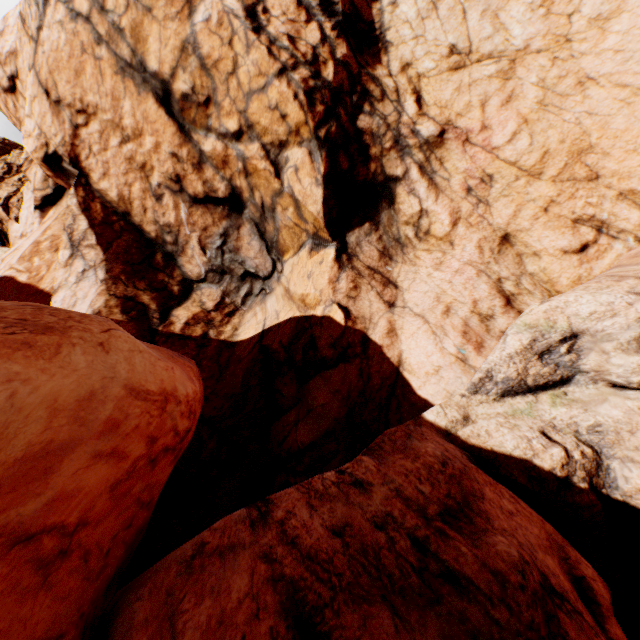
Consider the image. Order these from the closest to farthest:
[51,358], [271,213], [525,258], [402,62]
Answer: [51,358], [525,258], [402,62], [271,213]
